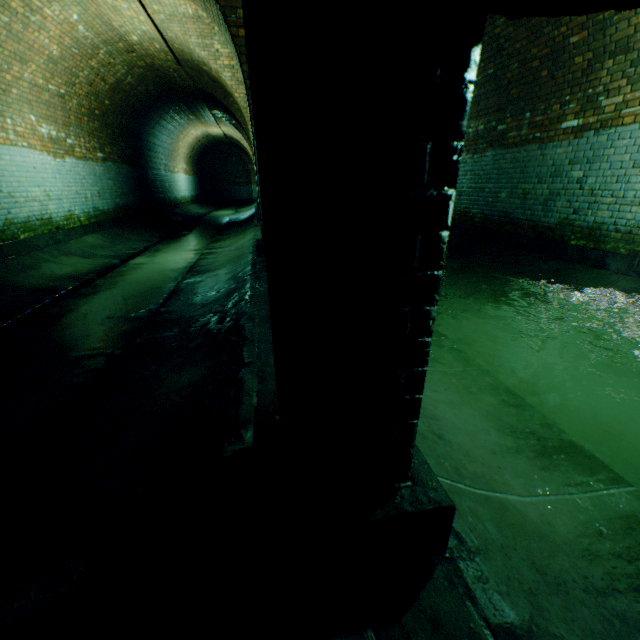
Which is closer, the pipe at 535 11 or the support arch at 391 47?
the support arch at 391 47

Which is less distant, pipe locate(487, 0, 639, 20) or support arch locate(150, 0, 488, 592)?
support arch locate(150, 0, 488, 592)

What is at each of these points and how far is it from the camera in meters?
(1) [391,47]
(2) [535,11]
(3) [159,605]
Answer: (1) support arch, 0.6
(2) pipe, 1.2
(3) building tunnel, 1.1
